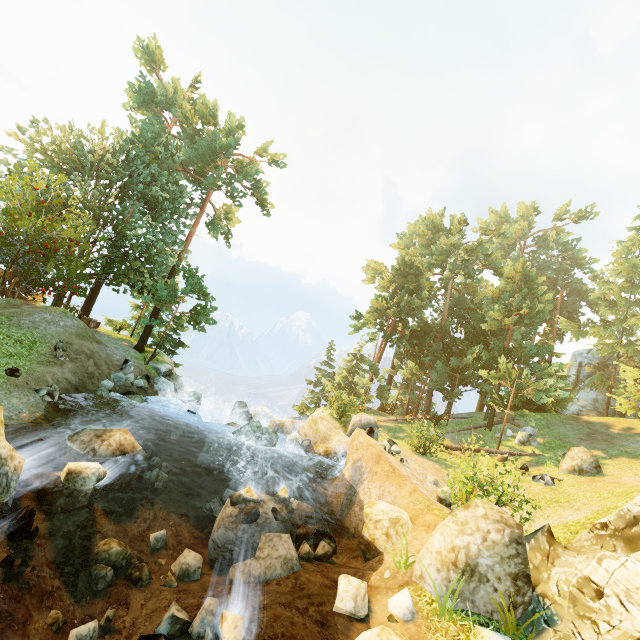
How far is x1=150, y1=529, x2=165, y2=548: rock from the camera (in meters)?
9.89

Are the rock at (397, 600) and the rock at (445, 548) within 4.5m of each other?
yes

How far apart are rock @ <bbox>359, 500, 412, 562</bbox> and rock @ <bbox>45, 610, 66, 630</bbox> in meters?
8.1 m

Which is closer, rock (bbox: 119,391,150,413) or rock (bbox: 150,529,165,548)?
rock (bbox: 150,529,165,548)

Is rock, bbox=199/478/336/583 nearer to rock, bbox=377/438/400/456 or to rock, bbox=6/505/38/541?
rock, bbox=6/505/38/541

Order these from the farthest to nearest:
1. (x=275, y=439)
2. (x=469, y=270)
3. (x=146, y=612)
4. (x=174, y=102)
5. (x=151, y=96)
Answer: (x=469, y=270) → (x=174, y=102) → (x=151, y=96) → (x=275, y=439) → (x=146, y=612)

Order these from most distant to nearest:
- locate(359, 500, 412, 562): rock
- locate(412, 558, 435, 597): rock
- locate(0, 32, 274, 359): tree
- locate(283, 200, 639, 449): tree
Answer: locate(283, 200, 639, 449): tree, locate(0, 32, 274, 359): tree, locate(359, 500, 412, 562): rock, locate(412, 558, 435, 597): rock

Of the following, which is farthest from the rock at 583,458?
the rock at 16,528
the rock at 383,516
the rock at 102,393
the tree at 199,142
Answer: the rock at 102,393
